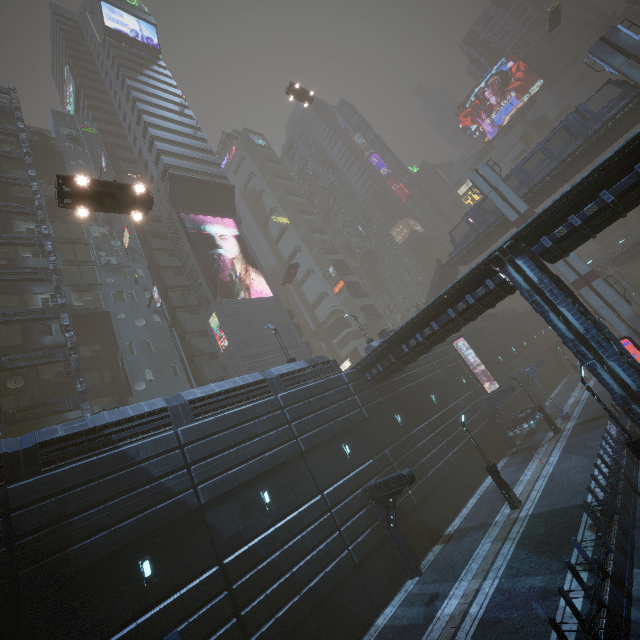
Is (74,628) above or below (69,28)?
below

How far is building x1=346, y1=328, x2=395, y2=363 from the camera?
30.0 meters

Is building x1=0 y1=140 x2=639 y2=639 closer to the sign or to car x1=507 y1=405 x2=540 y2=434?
the sign

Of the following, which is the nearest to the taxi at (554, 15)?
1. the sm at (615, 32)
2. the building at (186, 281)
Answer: the sm at (615, 32)

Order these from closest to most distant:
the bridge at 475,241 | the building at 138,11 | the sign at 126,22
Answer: the bridge at 475,241, the sign at 126,22, the building at 138,11

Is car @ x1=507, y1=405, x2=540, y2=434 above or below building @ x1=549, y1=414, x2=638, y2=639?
above

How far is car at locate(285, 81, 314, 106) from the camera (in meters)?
41.75

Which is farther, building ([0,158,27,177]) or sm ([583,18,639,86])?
building ([0,158,27,177])
